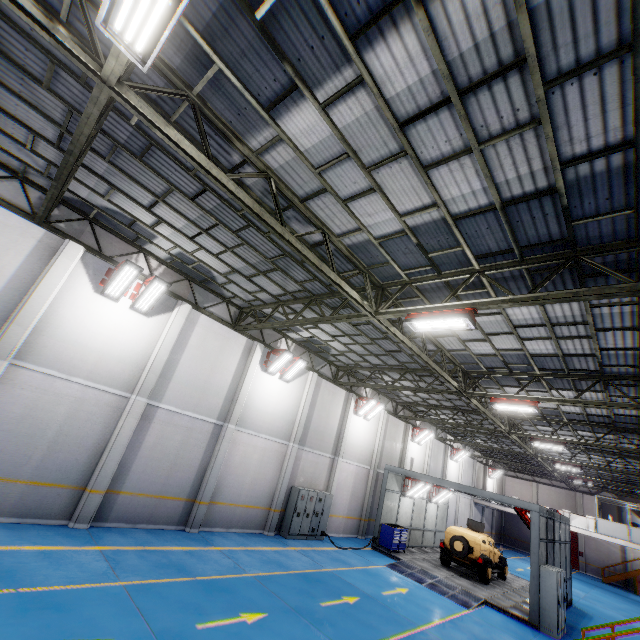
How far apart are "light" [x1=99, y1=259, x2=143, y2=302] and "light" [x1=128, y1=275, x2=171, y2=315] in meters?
0.1

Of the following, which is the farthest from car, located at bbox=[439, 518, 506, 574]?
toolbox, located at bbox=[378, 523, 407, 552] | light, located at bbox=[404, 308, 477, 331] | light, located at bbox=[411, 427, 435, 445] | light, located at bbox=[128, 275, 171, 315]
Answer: light, located at bbox=[128, 275, 171, 315]

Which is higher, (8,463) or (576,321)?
(576,321)

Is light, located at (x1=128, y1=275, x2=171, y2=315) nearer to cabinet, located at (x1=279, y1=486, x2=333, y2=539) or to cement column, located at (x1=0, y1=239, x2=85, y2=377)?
cement column, located at (x1=0, y1=239, x2=85, y2=377)

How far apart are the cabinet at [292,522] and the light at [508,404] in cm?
977

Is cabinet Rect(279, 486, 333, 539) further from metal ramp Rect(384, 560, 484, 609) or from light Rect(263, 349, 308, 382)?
light Rect(263, 349, 308, 382)

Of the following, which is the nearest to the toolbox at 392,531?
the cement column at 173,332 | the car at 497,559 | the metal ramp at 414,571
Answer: the metal ramp at 414,571

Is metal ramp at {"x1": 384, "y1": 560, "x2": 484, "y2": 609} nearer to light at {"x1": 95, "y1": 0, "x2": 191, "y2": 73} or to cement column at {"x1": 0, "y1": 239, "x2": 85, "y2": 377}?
cement column at {"x1": 0, "y1": 239, "x2": 85, "y2": 377}
